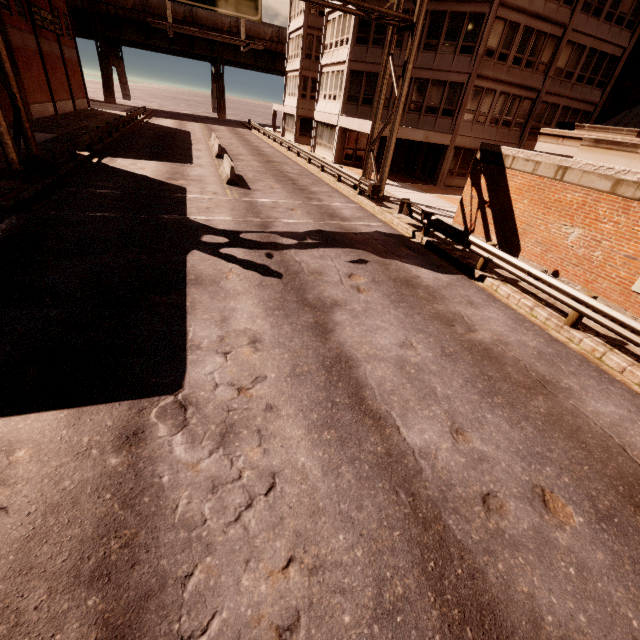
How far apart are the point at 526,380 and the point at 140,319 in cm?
821

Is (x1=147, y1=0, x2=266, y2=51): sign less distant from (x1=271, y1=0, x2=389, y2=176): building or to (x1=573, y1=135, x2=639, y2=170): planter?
(x1=271, y1=0, x2=389, y2=176): building

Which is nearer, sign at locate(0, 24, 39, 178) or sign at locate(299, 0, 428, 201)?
sign at locate(0, 24, 39, 178)

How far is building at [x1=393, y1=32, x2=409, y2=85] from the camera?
23.6 meters

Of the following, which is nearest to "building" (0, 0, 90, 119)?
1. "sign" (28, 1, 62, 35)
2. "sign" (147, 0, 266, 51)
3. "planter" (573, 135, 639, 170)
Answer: "sign" (28, 1, 62, 35)

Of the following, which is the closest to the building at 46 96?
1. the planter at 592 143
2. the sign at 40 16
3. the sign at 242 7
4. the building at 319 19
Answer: the sign at 40 16

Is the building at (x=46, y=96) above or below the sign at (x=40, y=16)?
below
